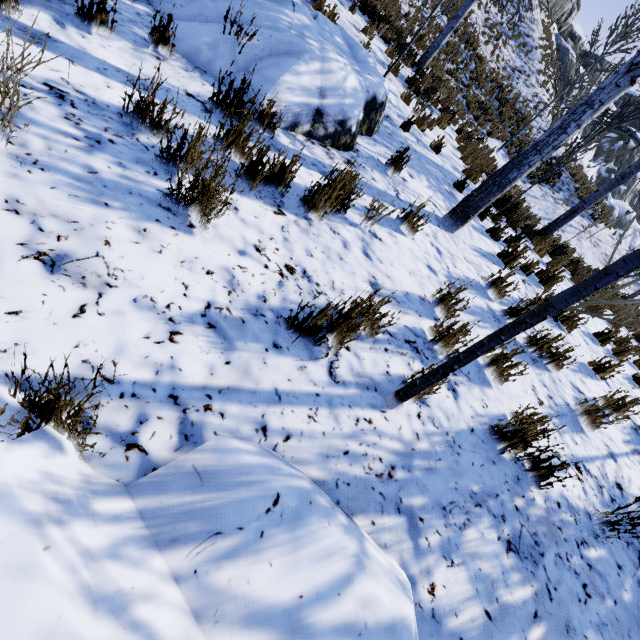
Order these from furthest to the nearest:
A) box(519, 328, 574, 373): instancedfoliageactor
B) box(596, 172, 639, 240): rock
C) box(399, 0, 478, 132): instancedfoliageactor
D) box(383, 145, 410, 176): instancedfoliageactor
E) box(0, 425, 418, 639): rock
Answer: box(596, 172, 639, 240): rock → box(399, 0, 478, 132): instancedfoliageactor → box(383, 145, 410, 176): instancedfoliageactor → box(519, 328, 574, 373): instancedfoliageactor → box(0, 425, 418, 639): rock

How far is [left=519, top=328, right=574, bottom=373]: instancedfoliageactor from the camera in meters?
3.5 m

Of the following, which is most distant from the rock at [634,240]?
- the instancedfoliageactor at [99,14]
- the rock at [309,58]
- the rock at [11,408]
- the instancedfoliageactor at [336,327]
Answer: the instancedfoliageactor at [336,327]

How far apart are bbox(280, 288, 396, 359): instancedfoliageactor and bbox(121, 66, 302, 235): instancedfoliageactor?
0.76m

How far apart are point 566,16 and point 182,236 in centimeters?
4597cm

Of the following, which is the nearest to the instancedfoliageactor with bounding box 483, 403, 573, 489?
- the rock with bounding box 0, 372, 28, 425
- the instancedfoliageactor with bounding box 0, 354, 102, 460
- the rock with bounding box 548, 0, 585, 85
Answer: the rock with bounding box 0, 372, 28, 425

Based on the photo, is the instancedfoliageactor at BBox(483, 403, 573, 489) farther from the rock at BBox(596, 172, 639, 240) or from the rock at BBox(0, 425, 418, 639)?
the rock at BBox(596, 172, 639, 240)

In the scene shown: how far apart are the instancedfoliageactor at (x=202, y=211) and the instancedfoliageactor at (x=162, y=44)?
1.1m
